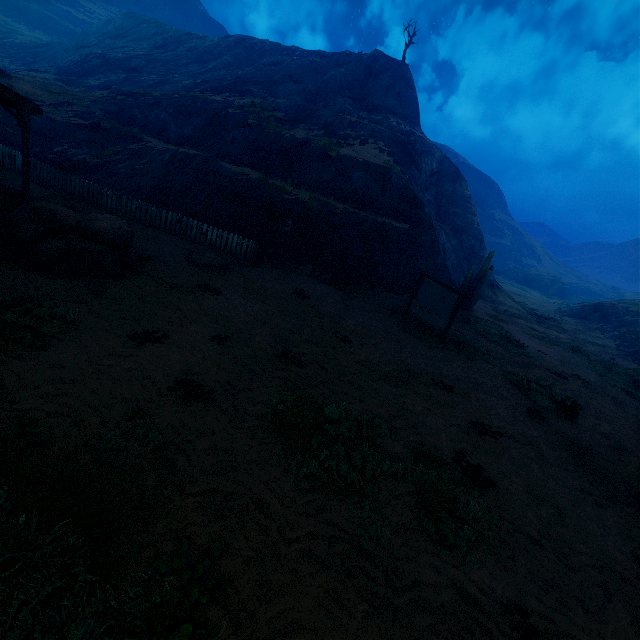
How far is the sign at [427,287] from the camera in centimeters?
1298cm

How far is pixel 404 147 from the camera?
28.50m

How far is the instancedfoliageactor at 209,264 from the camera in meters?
12.3

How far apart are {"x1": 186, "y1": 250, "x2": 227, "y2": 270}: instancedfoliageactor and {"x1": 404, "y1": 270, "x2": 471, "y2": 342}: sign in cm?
853

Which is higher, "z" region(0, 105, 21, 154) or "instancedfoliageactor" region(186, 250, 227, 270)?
"z" region(0, 105, 21, 154)

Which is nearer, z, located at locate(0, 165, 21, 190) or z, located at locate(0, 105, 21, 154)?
z, located at locate(0, 165, 21, 190)

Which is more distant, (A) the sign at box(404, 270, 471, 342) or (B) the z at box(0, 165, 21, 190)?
(B) the z at box(0, 165, 21, 190)

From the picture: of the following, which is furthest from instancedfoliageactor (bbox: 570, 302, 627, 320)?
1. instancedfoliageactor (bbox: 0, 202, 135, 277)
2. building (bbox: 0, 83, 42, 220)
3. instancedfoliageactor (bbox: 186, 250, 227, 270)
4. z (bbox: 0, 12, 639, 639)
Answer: building (bbox: 0, 83, 42, 220)
